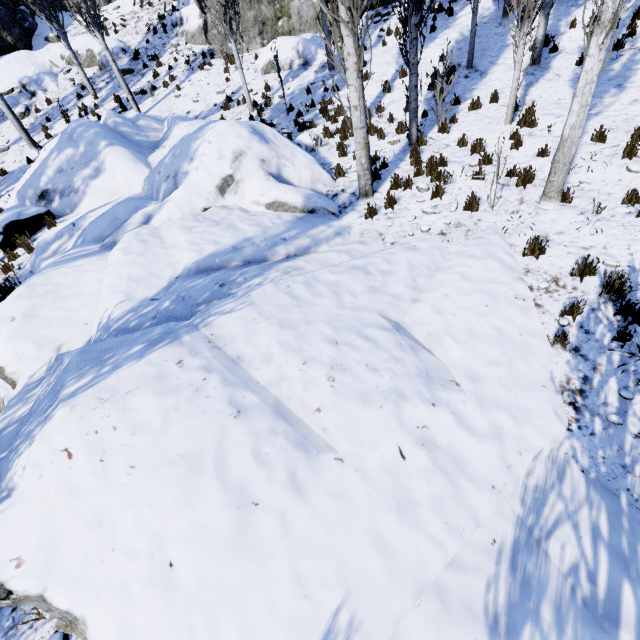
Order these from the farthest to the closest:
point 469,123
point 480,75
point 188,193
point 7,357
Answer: point 480,75 < point 469,123 < point 188,193 < point 7,357

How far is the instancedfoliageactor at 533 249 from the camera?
5.36m

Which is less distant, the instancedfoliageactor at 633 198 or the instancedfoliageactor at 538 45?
the instancedfoliageactor at 633 198

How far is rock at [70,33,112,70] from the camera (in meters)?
18.34

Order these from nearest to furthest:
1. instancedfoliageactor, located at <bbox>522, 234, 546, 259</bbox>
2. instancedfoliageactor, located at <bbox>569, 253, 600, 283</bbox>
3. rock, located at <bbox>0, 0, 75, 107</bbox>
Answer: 1. instancedfoliageactor, located at <bbox>569, 253, 600, 283</bbox>
2. instancedfoliageactor, located at <bbox>522, 234, 546, 259</bbox>
3. rock, located at <bbox>0, 0, 75, 107</bbox>

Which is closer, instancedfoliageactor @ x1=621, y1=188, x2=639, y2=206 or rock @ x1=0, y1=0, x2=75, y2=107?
instancedfoliageactor @ x1=621, y1=188, x2=639, y2=206

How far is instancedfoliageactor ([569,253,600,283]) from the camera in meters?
4.8

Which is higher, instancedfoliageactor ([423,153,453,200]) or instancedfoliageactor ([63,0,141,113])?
instancedfoliageactor ([63,0,141,113])
